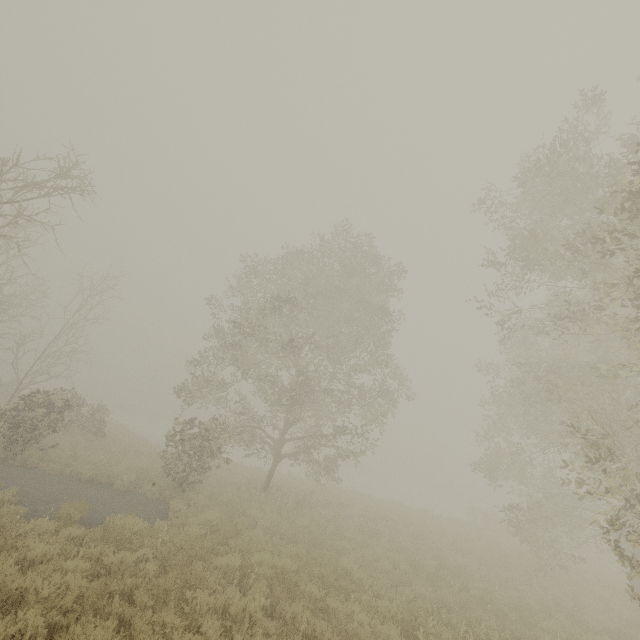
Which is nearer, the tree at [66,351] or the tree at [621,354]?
the tree at [621,354]

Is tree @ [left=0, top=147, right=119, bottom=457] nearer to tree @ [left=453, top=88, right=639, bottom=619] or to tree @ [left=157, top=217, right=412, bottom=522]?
tree @ [left=157, top=217, right=412, bottom=522]

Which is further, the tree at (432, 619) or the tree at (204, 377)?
the tree at (204, 377)

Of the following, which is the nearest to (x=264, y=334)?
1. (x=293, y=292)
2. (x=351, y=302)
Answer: (x=293, y=292)

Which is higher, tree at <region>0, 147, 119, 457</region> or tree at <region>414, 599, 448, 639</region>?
tree at <region>0, 147, 119, 457</region>
